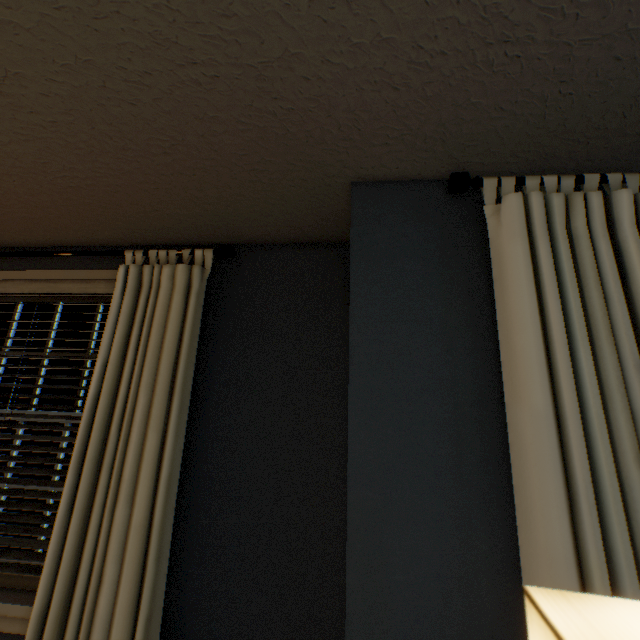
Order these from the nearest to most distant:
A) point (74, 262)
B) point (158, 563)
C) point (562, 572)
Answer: point (562, 572) → point (158, 563) → point (74, 262)

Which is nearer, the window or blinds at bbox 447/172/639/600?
blinds at bbox 447/172/639/600

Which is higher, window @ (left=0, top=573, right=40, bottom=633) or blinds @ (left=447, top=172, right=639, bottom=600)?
blinds @ (left=447, top=172, right=639, bottom=600)

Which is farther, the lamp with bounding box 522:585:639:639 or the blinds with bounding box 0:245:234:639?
the blinds with bounding box 0:245:234:639

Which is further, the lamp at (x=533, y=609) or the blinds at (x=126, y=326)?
the blinds at (x=126, y=326)

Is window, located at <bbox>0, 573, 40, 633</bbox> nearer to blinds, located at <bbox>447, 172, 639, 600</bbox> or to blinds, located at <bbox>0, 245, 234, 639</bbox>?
blinds, located at <bbox>0, 245, 234, 639</bbox>

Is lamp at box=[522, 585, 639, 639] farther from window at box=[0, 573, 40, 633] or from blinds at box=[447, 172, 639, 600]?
window at box=[0, 573, 40, 633]

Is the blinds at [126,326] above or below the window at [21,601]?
above
